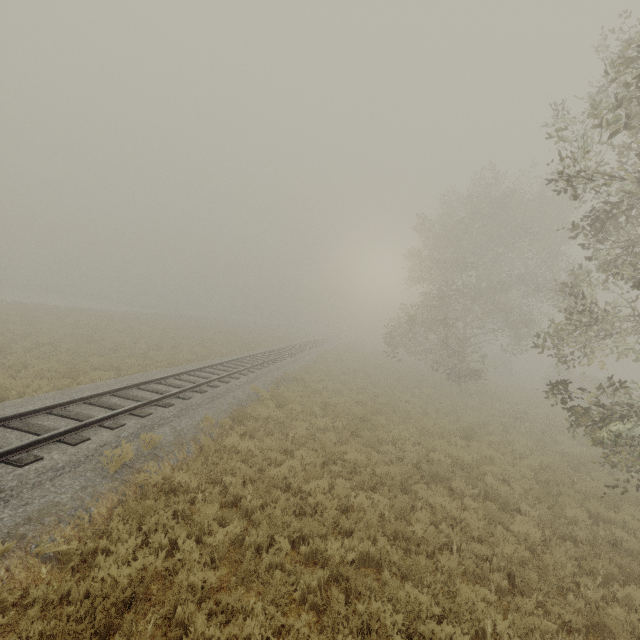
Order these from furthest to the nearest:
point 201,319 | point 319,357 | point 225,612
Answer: point 201,319 → point 319,357 → point 225,612
